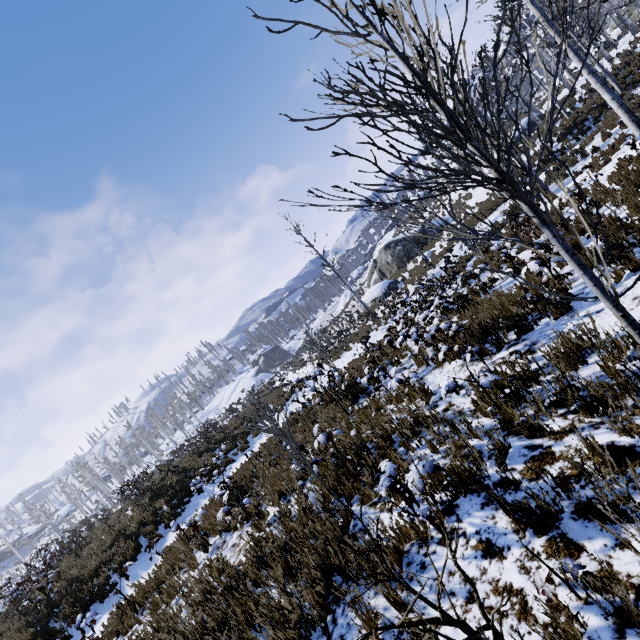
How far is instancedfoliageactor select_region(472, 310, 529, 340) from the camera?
5.5 meters

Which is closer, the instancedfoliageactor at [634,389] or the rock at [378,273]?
the instancedfoliageactor at [634,389]

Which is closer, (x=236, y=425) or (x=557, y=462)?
(x=557, y=462)

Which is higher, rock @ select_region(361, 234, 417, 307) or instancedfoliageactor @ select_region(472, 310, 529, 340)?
rock @ select_region(361, 234, 417, 307)

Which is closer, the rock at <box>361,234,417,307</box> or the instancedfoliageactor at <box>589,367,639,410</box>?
the instancedfoliageactor at <box>589,367,639,410</box>

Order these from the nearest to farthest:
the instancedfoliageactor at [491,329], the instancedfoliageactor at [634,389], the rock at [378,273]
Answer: the instancedfoliageactor at [634,389] → the instancedfoliageactor at [491,329] → the rock at [378,273]

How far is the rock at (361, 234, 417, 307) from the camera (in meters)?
27.83
